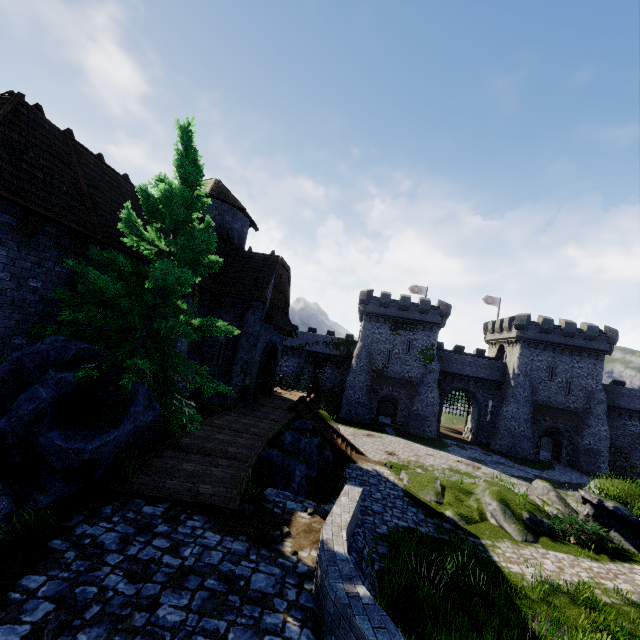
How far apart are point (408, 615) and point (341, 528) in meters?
3.9 m

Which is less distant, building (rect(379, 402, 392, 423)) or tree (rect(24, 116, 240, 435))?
tree (rect(24, 116, 240, 435))

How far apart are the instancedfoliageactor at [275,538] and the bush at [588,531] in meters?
12.1

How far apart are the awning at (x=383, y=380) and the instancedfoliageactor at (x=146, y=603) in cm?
3732

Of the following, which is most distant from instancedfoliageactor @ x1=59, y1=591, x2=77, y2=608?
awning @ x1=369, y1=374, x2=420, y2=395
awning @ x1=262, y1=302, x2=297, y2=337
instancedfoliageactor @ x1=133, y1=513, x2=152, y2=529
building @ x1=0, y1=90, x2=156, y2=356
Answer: awning @ x1=369, y1=374, x2=420, y2=395

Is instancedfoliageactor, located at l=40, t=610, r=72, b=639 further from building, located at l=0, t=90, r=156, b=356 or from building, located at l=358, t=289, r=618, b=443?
building, located at l=358, t=289, r=618, b=443

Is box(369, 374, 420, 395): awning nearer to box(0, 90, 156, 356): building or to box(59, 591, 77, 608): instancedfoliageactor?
box(0, 90, 156, 356): building

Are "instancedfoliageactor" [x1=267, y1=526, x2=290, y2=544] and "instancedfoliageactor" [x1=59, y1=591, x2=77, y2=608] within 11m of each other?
yes
